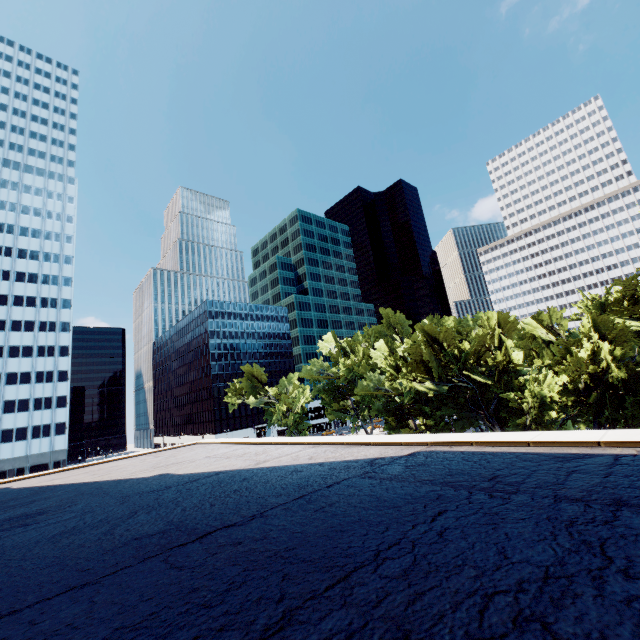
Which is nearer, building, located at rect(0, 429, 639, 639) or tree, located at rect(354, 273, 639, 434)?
building, located at rect(0, 429, 639, 639)

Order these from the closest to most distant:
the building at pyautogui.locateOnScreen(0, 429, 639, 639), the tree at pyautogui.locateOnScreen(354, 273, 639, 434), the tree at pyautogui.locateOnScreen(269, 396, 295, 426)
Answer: the building at pyautogui.locateOnScreen(0, 429, 639, 639), the tree at pyautogui.locateOnScreen(354, 273, 639, 434), the tree at pyautogui.locateOnScreen(269, 396, 295, 426)

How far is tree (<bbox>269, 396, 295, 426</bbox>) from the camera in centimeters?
5634cm

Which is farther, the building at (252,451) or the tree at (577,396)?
the tree at (577,396)

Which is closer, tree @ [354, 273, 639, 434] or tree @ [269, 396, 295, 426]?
tree @ [354, 273, 639, 434]

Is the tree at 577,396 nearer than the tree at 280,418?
Yes

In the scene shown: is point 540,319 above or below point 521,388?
above
